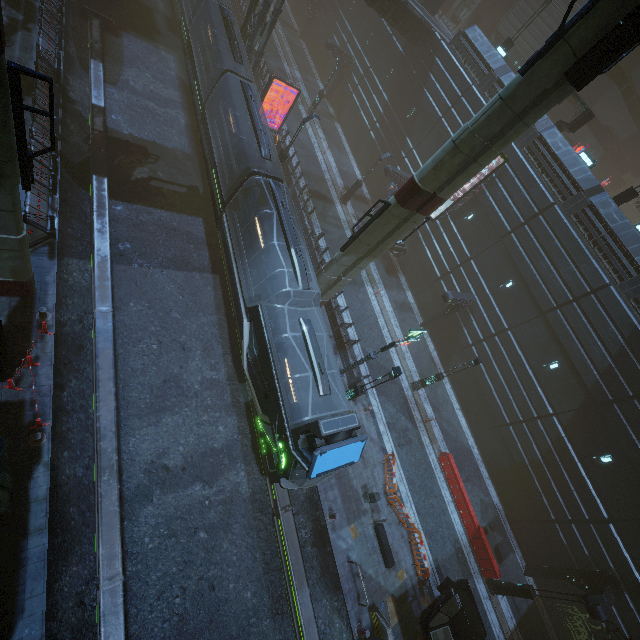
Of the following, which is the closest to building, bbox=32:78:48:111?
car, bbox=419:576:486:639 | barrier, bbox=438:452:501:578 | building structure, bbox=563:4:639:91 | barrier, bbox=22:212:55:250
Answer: barrier, bbox=22:212:55:250

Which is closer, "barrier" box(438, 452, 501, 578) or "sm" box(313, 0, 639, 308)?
"sm" box(313, 0, 639, 308)

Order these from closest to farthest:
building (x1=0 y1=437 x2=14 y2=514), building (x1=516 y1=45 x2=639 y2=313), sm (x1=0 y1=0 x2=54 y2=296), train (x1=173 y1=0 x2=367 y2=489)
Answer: sm (x1=0 y1=0 x2=54 y2=296) → building (x1=0 y1=437 x2=14 y2=514) → train (x1=173 y1=0 x2=367 y2=489) → building (x1=516 y1=45 x2=639 y2=313)

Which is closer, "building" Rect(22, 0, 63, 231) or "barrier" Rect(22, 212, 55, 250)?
"barrier" Rect(22, 212, 55, 250)

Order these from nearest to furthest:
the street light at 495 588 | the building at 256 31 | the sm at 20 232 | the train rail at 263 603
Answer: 1. the sm at 20 232
2. the train rail at 263 603
3. the street light at 495 588
4. the building at 256 31

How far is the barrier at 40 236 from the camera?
12.8 meters

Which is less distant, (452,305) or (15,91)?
(15,91)

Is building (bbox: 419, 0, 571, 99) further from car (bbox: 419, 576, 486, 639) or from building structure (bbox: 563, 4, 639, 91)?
building structure (bbox: 563, 4, 639, 91)
